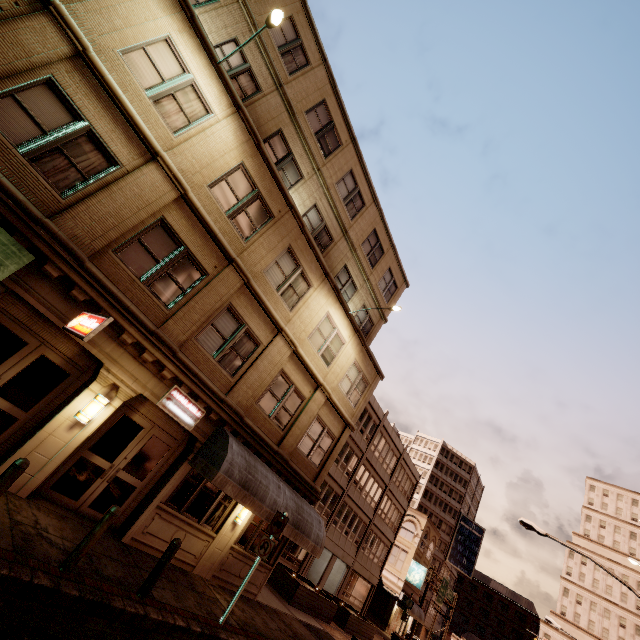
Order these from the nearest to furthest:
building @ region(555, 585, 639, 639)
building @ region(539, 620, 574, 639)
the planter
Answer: the planter < building @ region(555, 585, 639, 639) < building @ region(539, 620, 574, 639)

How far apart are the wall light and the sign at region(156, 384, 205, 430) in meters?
1.2 m

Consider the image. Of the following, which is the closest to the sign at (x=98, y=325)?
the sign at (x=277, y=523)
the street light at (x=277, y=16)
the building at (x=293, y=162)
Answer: the building at (x=293, y=162)

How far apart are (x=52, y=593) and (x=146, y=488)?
4.6 meters

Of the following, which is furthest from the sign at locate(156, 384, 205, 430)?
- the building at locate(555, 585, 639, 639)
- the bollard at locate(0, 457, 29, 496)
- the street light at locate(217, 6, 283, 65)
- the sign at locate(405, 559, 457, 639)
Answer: the building at locate(555, 585, 639, 639)

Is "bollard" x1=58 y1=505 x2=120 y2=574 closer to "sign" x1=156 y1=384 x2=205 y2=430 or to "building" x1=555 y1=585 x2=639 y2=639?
"sign" x1=156 y1=384 x2=205 y2=430

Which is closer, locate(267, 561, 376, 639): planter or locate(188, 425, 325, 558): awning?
locate(188, 425, 325, 558): awning

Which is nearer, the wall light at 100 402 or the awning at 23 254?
the awning at 23 254
